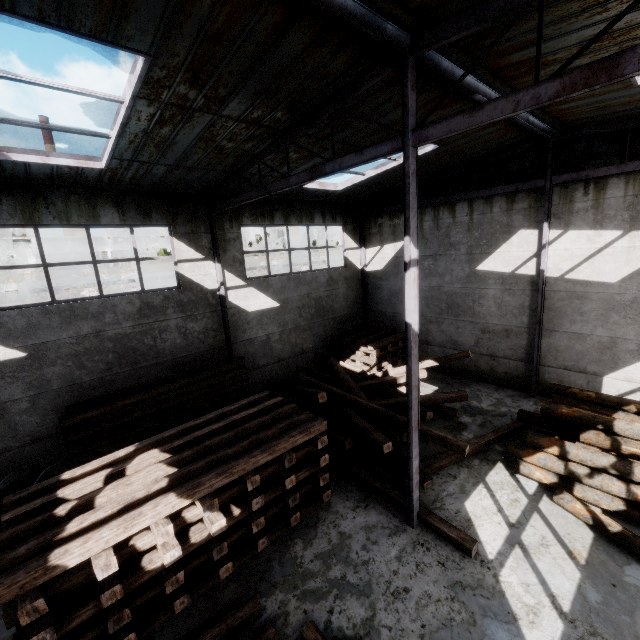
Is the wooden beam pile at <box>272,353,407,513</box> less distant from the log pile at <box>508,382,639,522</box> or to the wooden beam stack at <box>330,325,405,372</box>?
the wooden beam stack at <box>330,325,405,372</box>

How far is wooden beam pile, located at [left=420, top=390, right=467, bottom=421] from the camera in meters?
9.2 m

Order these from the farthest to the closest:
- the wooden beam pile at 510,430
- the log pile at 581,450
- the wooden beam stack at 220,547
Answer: the wooden beam pile at 510,430 → the log pile at 581,450 → the wooden beam stack at 220,547

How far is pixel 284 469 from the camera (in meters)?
6.60

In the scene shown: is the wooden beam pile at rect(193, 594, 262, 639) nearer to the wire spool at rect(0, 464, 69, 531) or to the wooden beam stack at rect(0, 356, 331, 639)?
the wooden beam stack at rect(0, 356, 331, 639)

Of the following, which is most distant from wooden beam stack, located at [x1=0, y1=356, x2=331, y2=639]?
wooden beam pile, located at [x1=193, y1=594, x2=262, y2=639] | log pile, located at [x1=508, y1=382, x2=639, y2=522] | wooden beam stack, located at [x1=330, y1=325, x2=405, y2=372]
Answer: wooden beam stack, located at [x1=330, y1=325, x2=405, y2=372]

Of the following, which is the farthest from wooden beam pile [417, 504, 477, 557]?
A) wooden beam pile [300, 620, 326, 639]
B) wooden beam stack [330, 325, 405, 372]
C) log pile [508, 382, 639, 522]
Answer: wooden beam pile [300, 620, 326, 639]

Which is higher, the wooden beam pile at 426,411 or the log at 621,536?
the wooden beam pile at 426,411
